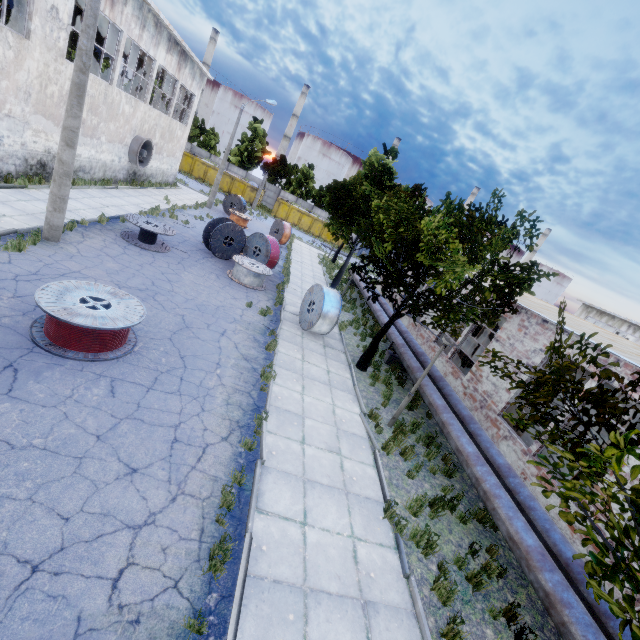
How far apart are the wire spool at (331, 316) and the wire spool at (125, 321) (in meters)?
6.42

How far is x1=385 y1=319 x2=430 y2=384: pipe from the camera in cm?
1232

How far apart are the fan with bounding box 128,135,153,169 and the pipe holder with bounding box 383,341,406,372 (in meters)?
20.71

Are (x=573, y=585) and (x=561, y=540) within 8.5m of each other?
yes

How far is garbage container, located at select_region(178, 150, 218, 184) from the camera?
42.68m

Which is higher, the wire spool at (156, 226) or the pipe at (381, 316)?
the pipe at (381, 316)

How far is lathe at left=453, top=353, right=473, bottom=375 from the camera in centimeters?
1667cm

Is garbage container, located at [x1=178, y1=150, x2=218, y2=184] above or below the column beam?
below
